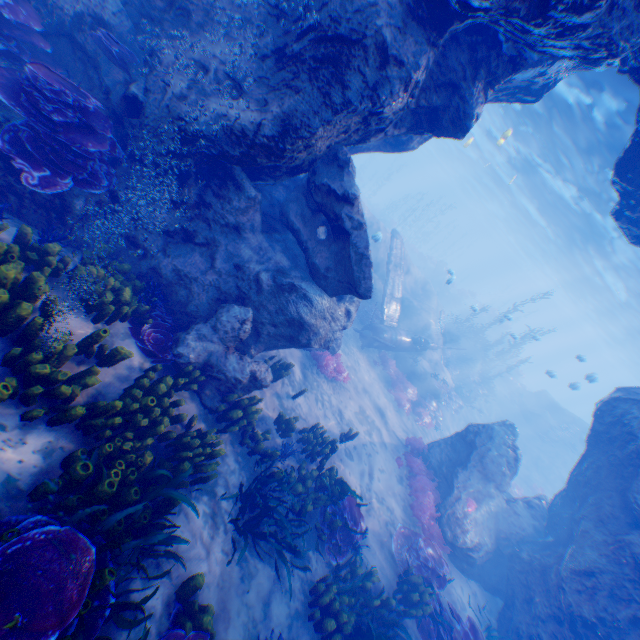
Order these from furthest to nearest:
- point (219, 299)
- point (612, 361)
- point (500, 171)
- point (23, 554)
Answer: point (612, 361) < point (500, 171) < point (219, 299) < point (23, 554)

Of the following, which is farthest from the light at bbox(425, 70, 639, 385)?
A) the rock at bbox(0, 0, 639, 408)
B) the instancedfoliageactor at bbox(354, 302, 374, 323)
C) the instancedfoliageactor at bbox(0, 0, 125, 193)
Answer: the instancedfoliageactor at bbox(354, 302, 374, 323)

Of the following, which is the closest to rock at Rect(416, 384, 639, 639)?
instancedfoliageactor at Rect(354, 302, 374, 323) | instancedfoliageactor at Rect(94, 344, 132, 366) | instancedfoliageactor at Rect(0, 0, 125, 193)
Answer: instancedfoliageactor at Rect(0, 0, 125, 193)

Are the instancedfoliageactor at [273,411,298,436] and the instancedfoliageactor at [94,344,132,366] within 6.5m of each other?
yes

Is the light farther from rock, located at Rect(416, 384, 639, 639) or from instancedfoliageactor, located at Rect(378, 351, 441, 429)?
instancedfoliageactor, located at Rect(378, 351, 441, 429)

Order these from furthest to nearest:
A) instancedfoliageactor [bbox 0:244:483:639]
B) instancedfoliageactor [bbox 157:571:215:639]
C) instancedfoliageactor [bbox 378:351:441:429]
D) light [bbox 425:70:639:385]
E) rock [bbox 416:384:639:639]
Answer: instancedfoliageactor [bbox 378:351:441:429] → light [bbox 425:70:639:385] → rock [bbox 416:384:639:639] → instancedfoliageactor [bbox 157:571:215:639] → instancedfoliageactor [bbox 0:244:483:639]

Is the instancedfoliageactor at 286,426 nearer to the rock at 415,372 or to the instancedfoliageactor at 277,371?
the instancedfoliageactor at 277,371

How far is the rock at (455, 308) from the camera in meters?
37.3
